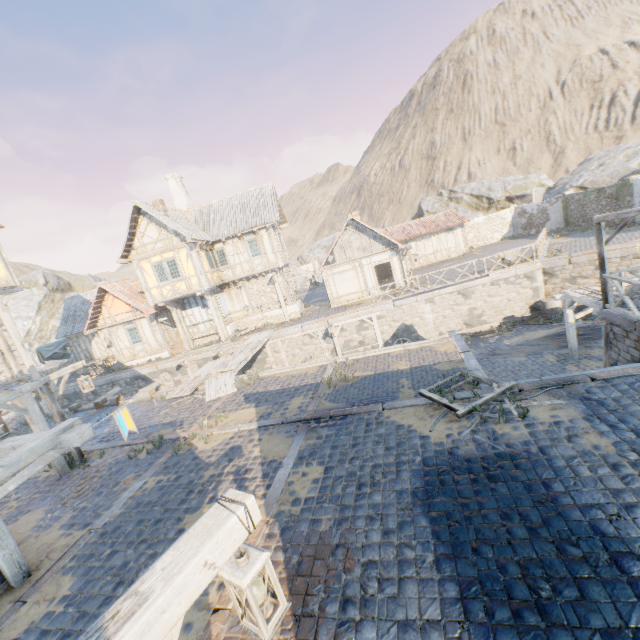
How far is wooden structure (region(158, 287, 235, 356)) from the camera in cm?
2176

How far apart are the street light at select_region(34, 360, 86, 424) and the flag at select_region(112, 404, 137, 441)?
6.6m

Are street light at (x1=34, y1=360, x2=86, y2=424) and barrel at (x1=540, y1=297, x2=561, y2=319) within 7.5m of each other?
no

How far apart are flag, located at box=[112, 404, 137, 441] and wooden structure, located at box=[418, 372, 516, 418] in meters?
6.4 m

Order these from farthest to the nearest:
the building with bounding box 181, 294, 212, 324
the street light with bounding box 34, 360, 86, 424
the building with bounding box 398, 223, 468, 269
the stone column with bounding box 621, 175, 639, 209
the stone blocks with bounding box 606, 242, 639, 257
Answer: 1. the building with bounding box 398, 223, 468, 269
2. the building with bounding box 181, 294, 212, 324
3. the stone column with bounding box 621, 175, 639, 209
4. the stone blocks with bounding box 606, 242, 639, 257
5. the street light with bounding box 34, 360, 86, 424

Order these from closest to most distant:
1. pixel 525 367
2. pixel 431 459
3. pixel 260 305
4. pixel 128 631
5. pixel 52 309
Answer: pixel 128 631 → pixel 431 459 → pixel 525 367 → pixel 260 305 → pixel 52 309

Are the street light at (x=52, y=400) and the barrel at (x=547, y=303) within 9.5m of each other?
no

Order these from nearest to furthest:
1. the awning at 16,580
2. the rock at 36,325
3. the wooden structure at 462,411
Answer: the awning at 16,580
the wooden structure at 462,411
the rock at 36,325
